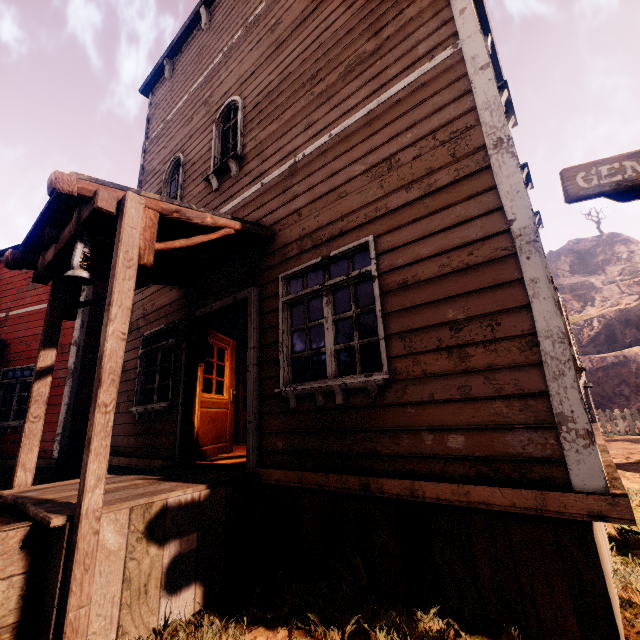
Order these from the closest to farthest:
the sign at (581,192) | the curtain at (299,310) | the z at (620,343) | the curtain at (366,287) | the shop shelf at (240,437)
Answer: the sign at (581,192) < the curtain at (366,287) < the curtain at (299,310) < the shop shelf at (240,437) < the z at (620,343)

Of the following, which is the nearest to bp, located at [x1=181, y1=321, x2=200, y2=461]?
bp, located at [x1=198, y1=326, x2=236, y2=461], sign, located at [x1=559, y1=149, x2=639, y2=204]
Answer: bp, located at [x1=198, y1=326, x2=236, y2=461]

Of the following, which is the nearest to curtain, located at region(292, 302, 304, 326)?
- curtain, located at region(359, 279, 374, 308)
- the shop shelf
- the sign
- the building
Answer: the building

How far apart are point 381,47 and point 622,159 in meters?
3.1 m

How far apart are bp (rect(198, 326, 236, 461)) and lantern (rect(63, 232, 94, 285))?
2.5 meters

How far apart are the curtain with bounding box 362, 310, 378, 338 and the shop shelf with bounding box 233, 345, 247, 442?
6.46m

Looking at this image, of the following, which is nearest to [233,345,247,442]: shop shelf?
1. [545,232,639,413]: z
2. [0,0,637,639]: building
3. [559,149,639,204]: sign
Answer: [0,0,637,639]: building

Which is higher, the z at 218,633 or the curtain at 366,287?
the curtain at 366,287
